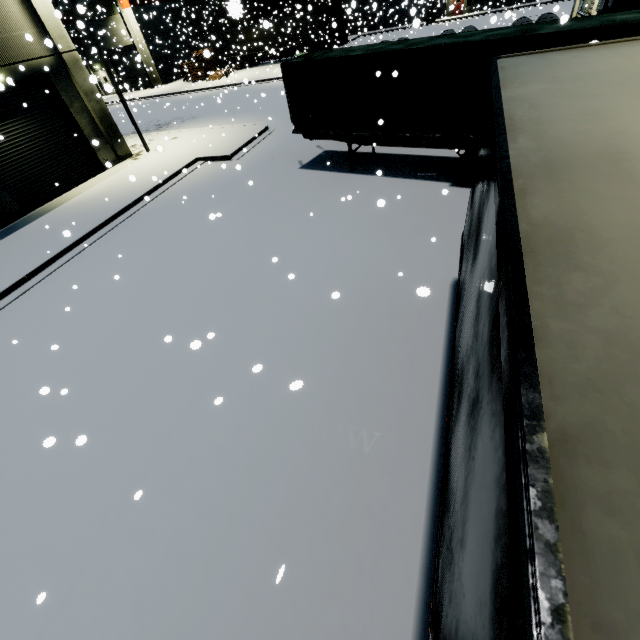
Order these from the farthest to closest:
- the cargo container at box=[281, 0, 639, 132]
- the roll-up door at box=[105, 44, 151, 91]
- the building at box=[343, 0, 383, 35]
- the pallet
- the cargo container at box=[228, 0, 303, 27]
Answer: the roll-up door at box=[105, 44, 151, 91], the pallet, the cargo container at box=[228, 0, 303, 27], the building at box=[343, 0, 383, 35], the cargo container at box=[281, 0, 639, 132]

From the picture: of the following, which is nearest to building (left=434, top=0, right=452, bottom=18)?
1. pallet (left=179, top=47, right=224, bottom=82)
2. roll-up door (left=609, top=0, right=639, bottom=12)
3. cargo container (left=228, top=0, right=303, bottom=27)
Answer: roll-up door (left=609, top=0, right=639, bottom=12)

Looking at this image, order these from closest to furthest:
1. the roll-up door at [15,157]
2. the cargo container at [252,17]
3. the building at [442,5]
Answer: the roll-up door at [15,157]
the building at [442,5]
the cargo container at [252,17]

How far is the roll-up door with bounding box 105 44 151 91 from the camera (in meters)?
36.19

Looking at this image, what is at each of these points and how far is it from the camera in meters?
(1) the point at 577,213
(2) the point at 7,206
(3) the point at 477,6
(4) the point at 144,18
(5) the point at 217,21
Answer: (1) semi trailer, 1.7 m
(2) building, 14.1 m
(3) building, 40.2 m
(4) building, 38.5 m
(5) building, 49.5 m

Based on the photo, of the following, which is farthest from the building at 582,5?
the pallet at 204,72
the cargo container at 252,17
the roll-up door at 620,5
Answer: the cargo container at 252,17

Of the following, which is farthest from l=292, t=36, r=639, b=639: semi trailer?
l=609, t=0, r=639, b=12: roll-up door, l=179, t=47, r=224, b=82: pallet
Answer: l=179, t=47, r=224, b=82: pallet

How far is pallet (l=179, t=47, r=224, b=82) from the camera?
32.29m
